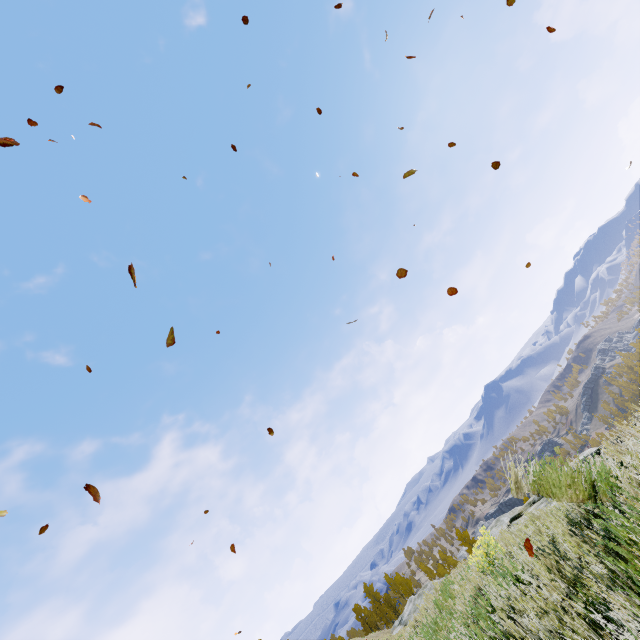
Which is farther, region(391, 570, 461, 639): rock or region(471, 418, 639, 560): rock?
region(391, 570, 461, 639): rock

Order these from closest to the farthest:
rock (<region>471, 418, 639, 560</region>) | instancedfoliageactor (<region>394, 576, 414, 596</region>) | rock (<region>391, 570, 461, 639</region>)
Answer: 1. rock (<region>471, 418, 639, 560</region>)
2. rock (<region>391, 570, 461, 639</region>)
3. instancedfoliageactor (<region>394, 576, 414, 596</region>)

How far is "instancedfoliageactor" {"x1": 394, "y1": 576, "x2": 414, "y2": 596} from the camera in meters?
58.2 m

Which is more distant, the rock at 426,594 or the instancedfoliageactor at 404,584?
the instancedfoliageactor at 404,584

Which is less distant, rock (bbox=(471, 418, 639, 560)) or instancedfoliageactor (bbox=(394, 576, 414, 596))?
rock (bbox=(471, 418, 639, 560))

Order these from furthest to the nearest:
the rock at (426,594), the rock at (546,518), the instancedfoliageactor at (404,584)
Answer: the instancedfoliageactor at (404,584), the rock at (426,594), the rock at (546,518)

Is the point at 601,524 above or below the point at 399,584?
below
